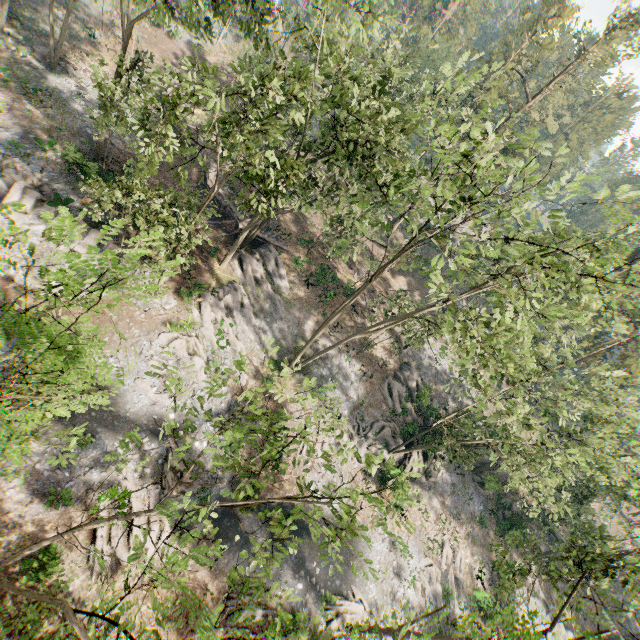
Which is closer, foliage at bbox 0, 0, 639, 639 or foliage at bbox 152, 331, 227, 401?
foliage at bbox 0, 0, 639, 639

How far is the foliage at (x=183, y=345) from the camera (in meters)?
11.02

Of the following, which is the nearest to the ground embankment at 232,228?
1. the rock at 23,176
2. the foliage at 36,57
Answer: the foliage at 36,57

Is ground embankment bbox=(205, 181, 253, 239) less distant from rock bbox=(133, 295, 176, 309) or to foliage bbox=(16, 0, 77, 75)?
foliage bbox=(16, 0, 77, 75)

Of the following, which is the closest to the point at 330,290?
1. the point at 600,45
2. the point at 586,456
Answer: the point at 586,456

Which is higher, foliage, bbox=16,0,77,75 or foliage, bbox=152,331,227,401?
foliage, bbox=16,0,77,75
